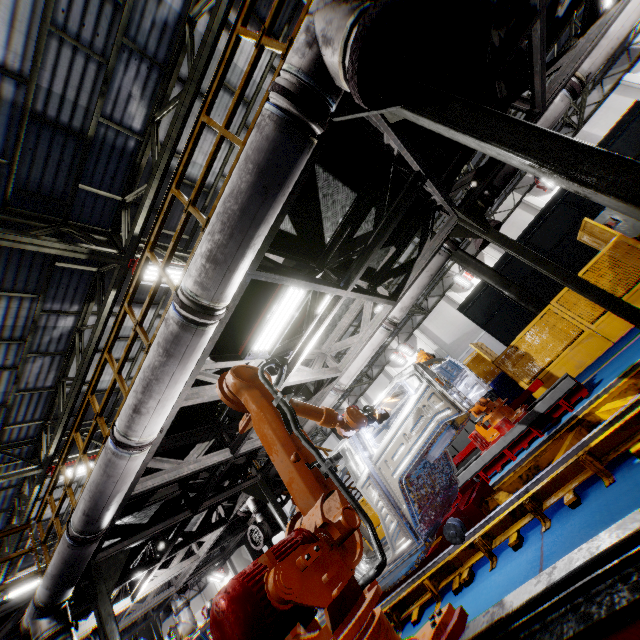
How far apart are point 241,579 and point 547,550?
2.4m

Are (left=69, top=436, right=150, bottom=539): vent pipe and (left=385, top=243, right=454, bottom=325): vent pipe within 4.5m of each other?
yes

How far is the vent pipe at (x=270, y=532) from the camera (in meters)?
8.43

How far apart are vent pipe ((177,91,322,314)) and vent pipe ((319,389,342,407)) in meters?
3.1 m

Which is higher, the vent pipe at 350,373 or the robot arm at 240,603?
the vent pipe at 350,373

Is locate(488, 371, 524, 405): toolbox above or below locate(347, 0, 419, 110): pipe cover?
below

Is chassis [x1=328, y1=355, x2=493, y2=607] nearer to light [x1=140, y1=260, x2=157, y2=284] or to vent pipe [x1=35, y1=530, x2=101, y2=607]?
vent pipe [x1=35, y1=530, x2=101, y2=607]

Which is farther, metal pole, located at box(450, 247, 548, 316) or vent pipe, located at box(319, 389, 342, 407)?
metal pole, located at box(450, 247, 548, 316)
